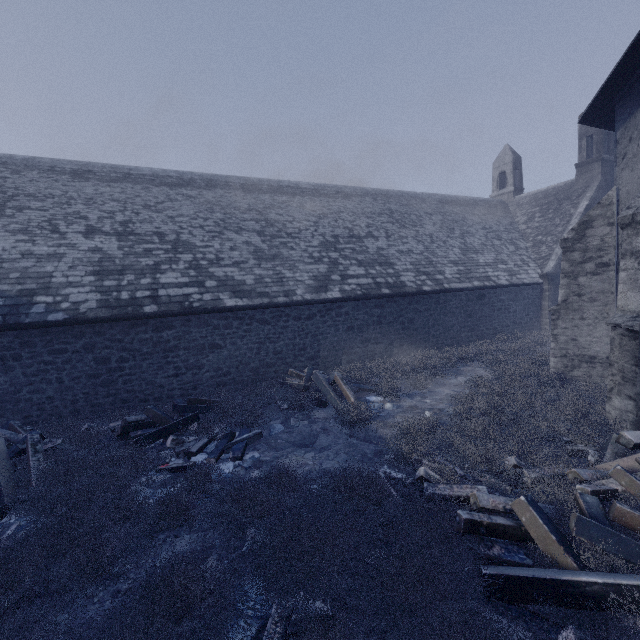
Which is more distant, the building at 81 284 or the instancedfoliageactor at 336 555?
the building at 81 284

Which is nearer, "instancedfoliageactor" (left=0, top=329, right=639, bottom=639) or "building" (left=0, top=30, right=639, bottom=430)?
"instancedfoliageactor" (left=0, top=329, right=639, bottom=639)

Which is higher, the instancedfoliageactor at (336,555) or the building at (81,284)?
the building at (81,284)

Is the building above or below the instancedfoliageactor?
above

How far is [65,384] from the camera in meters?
8.1
